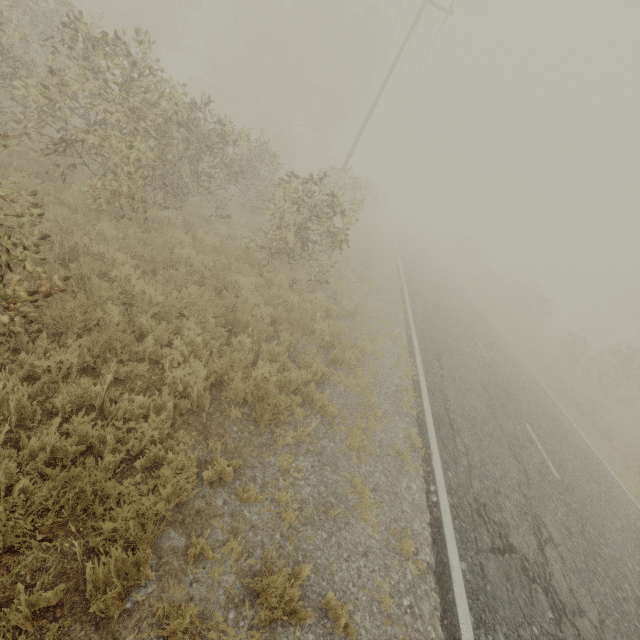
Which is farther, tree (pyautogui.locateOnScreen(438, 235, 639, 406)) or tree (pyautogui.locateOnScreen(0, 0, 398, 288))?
tree (pyautogui.locateOnScreen(438, 235, 639, 406))

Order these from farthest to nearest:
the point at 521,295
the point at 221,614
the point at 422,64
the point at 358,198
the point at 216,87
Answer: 1. the point at 216,87
2. the point at 521,295
3. the point at 358,198
4. the point at 422,64
5. the point at 221,614

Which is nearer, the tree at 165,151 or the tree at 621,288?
the tree at 165,151
